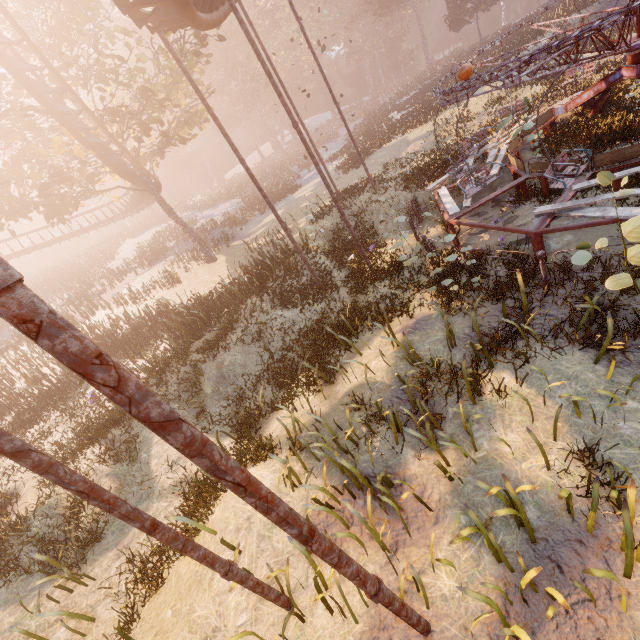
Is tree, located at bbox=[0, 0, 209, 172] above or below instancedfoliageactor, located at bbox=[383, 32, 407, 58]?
above

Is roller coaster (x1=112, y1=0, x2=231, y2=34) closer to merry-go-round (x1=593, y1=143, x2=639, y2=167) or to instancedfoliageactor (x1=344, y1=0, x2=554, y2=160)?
merry-go-round (x1=593, y1=143, x2=639, y2=167)

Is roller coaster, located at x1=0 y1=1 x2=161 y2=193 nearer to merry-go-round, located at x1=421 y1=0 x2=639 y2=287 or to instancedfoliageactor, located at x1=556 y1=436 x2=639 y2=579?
merry-go-round, located at x1=421 y1=0 x2=639 y2=287

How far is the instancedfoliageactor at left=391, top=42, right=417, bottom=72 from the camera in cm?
5788

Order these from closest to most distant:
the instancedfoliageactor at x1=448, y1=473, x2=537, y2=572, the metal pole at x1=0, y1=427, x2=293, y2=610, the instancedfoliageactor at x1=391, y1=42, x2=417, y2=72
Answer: the metal pole at x1=0, y1=427, x2=293, y2=610
the instancedfoliageactor at x1=448, y1=473, x2=537, y2=572
the instancedfoliageactor at x1=391, y1=42, x2=417, y2=72

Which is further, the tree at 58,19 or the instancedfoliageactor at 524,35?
the instancedfoliageactor at 524,35

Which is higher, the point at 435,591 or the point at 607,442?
the point at 435,591

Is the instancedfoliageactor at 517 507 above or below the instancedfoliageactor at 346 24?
below
